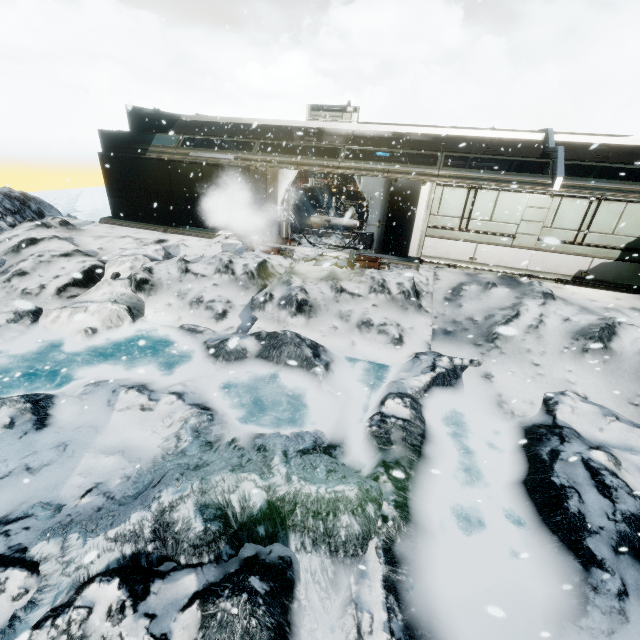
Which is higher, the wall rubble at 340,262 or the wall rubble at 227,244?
the wall rubble at 340,262

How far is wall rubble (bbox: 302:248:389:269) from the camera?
11.1m

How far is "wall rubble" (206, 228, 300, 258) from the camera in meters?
12.0 m

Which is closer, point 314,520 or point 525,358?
point 314,520

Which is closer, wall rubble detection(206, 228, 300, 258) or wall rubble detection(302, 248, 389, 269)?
wall rubble detection(302, 248, 389, 269)

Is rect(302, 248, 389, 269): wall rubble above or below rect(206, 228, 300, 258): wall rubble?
above

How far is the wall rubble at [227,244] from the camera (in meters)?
12.03
